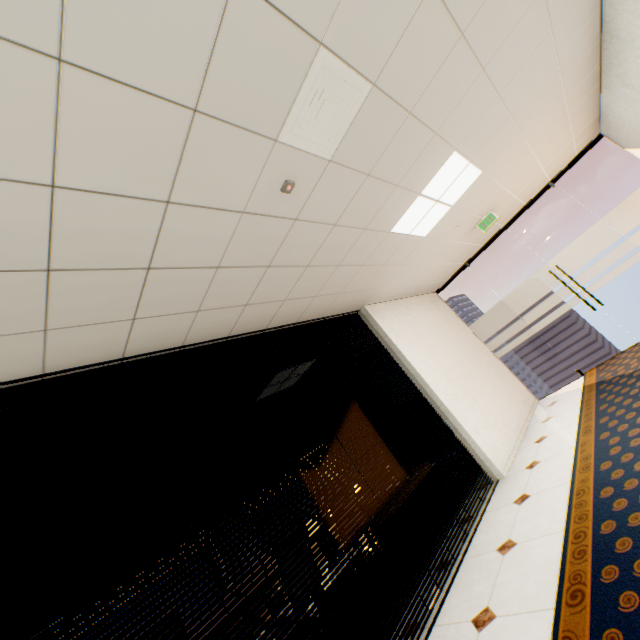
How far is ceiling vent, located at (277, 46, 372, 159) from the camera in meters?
1.7 m

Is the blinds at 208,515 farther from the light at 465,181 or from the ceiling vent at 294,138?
the ceiling vent at 294,138

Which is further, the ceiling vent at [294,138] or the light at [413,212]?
the light at [413,212]

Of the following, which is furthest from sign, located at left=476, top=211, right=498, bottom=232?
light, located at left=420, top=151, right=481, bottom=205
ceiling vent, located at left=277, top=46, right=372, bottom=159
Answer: ceiling vent, located at left=277, top=46, right=372, bottom=159

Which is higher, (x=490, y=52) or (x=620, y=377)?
(x=490, y=52)

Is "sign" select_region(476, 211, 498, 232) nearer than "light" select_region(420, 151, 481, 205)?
No

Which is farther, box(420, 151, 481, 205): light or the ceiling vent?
box(420, 151, 481, 205): light

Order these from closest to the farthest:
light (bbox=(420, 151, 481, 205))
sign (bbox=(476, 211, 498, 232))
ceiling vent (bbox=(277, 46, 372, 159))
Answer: ceiling vent (bbox=(277, 46, 372, 159)), light (bbox=(420, 151, 481, 205)), sign (bbox=(476, 211, 498, 232))
